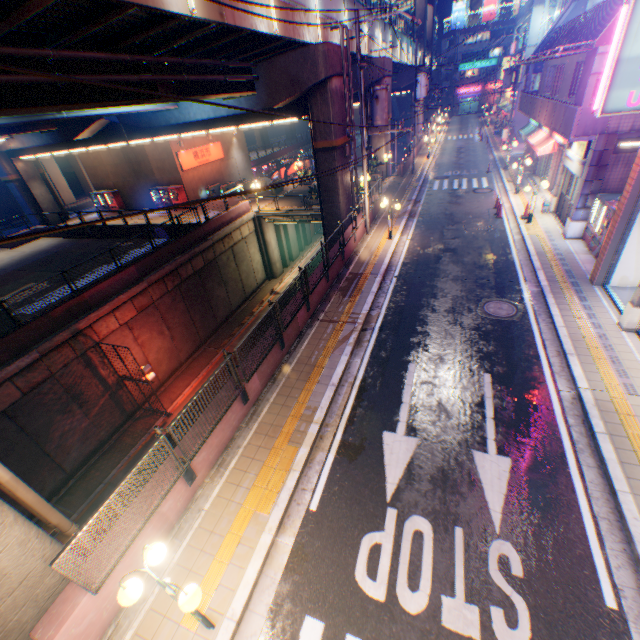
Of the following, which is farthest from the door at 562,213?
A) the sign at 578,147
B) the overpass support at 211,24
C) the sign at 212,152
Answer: the sign at 212,152

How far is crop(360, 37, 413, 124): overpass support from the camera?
25.4 meters

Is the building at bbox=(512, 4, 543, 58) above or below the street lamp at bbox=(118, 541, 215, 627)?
above

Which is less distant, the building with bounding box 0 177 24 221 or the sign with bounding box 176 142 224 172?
the sign with bounding box 176 142 224 172

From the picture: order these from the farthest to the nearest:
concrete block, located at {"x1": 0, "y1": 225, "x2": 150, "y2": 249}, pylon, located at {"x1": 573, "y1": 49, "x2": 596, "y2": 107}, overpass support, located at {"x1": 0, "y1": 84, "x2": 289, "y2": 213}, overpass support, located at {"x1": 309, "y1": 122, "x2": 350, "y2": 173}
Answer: concrete block, located at {"x1": 0, "y1": 225, "x2": 150, "y2": 249}, overpass support, located at {"x1": 309, "y1": 122, "x2": 350, "y2": 173}, pylon, located at {"x1": 573, "y1": 49, "x2": 596, "y2": 107}, overpass support, located at {"x1": 0, "y1": 84, "x2": 289, "y2": 213}

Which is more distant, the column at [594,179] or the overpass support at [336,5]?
the overpass support at [336,5]

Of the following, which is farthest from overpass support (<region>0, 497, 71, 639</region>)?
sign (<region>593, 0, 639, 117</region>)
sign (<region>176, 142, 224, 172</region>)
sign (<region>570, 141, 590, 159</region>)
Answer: sign (<region>570, 141, 590, 159</region>)

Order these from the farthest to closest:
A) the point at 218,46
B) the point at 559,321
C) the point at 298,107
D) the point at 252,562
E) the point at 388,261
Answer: the point at 298,107 < the point at 388,261 < the point at 218,46 < the point at 559,321 < the point at 252,562
